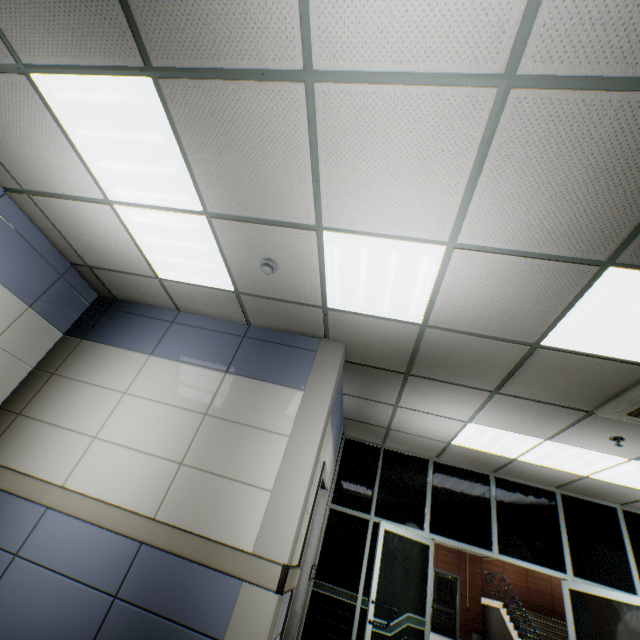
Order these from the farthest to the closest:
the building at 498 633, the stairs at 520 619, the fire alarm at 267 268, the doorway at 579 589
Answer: the building at 498 633 < the stairs at 520 619 < the doorway at 579 589 < the fire alarm at 267 268

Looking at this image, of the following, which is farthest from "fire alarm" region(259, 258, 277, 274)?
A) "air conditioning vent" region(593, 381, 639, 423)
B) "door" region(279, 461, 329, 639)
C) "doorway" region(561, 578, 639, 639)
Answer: "doorway" region(561, 578, 639, 639)

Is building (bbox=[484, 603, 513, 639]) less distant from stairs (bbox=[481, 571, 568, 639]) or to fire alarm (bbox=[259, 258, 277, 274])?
stairs (bbox=[481, 571, 568, 639])

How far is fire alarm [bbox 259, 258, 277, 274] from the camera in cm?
294

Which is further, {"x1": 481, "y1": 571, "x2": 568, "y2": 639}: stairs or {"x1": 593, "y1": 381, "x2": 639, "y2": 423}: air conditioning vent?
{"x1": 481, "y1": 571, "x2": 568, "y2": 639}: stairs

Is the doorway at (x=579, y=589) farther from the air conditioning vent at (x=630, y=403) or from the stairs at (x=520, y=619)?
the stairs at (x=520, y=619)

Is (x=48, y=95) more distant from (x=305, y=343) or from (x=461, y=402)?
(x=461, y=402)

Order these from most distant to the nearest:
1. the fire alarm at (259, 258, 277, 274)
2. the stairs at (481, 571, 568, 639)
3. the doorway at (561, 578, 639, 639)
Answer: the stairs at (481, 571, 568, 639), the doorway at (561, 578, 639, 639), the fire alarm at (259, 258, 277, 274)
